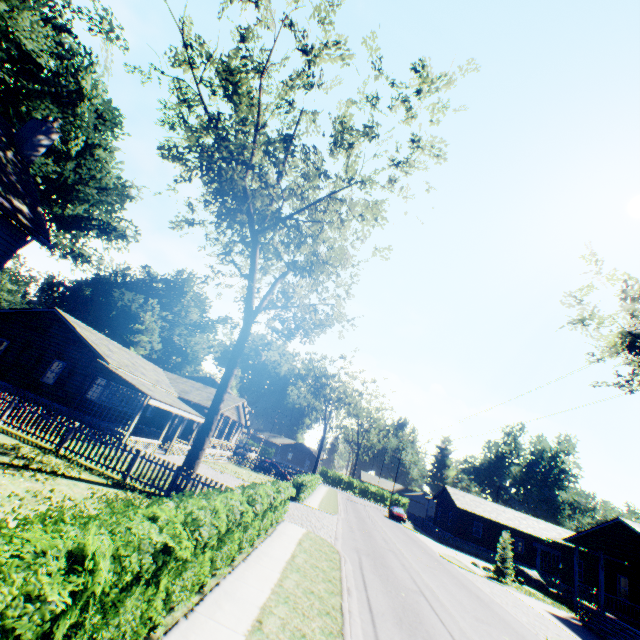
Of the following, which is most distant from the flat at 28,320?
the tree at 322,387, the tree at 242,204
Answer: the tree at 322,387

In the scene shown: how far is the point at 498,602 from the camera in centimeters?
1731cm

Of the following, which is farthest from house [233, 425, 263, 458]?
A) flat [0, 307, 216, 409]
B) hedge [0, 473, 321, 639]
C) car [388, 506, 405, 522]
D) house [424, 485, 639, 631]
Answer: house [424, 485, 639, 631]

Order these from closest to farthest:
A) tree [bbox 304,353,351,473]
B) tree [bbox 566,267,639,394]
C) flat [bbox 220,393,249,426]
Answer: tree [bbox 566,267,639,394] → flat [bbox 220,393,249,426] → tree [bbox 304,353,351,473]

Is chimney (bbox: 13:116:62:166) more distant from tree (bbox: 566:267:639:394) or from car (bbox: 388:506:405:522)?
car (bbox: 388:506:405:522)

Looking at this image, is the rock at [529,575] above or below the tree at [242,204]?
below

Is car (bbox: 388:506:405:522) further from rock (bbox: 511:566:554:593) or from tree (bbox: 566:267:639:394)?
tree (bbox: 566:267:639:394)

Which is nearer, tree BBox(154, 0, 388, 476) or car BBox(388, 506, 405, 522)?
tree BBox(154, 0, 388, 476)
